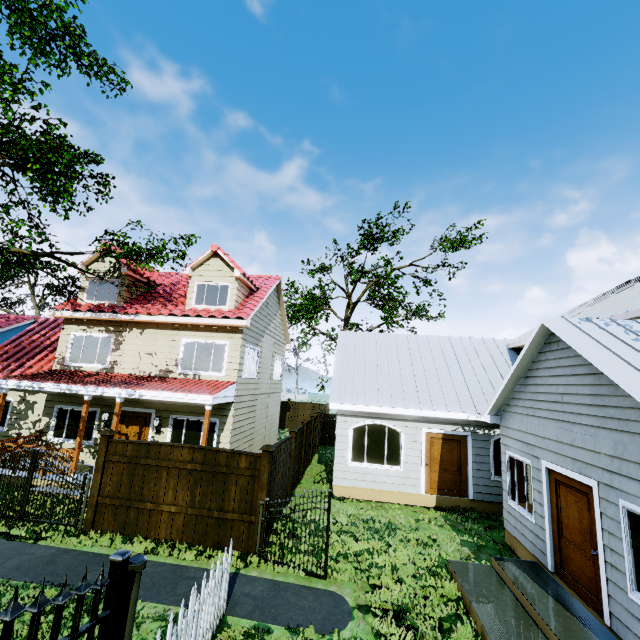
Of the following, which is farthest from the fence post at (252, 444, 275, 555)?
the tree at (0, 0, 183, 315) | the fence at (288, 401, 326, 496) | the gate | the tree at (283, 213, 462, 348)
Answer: the tree at (283, 213, 462, 348)

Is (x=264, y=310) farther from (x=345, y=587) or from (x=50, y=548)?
(x=345, y=587)

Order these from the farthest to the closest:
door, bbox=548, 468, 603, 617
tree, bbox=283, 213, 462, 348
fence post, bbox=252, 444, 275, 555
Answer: tree, bbox=283, 213, 462, 348
fence post, bbox=252, 444, 275, 555
door, bbox=548, 468, 603, 617

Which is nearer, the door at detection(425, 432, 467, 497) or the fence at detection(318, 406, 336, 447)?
the door at detection(425, 432, 467, 497)

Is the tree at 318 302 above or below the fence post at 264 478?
above

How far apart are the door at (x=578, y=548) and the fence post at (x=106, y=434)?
10.7m

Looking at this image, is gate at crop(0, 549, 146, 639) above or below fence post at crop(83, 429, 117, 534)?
below

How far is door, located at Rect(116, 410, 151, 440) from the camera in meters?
12.5
